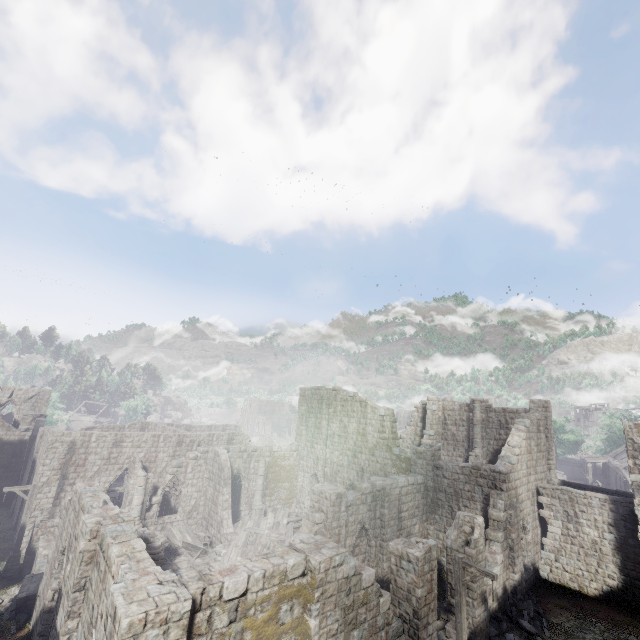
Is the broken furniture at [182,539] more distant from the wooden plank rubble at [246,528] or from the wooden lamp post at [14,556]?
the wooden lamp post at [14,556]

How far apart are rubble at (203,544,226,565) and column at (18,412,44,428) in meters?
24.7 m

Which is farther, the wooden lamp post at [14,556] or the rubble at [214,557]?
the rubble at [214,557]

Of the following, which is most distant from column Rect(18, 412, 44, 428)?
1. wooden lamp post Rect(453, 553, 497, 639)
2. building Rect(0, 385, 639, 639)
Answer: wooden lamp post Rect(453, 553, 497, 639)

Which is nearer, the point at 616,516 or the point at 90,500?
the point at 90,500

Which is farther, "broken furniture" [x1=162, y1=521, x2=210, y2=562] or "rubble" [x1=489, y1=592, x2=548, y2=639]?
"broken furniture" [x1=162, y1=521, x2=210, y2=562]

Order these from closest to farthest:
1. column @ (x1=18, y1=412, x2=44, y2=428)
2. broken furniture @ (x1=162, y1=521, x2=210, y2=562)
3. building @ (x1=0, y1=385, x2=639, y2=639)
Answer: building @ (x1=0, y1=385, x2=639, y2=639) < broken furniture @ (x1=162, y1=521, x2=210, y2=562) < column @ (x1=18, y1=412, x2=44, y2=428)

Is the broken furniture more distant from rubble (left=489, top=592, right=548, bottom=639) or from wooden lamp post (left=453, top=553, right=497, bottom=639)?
wooden lamp post (left=453, top=553, right=497, bottom=639)
